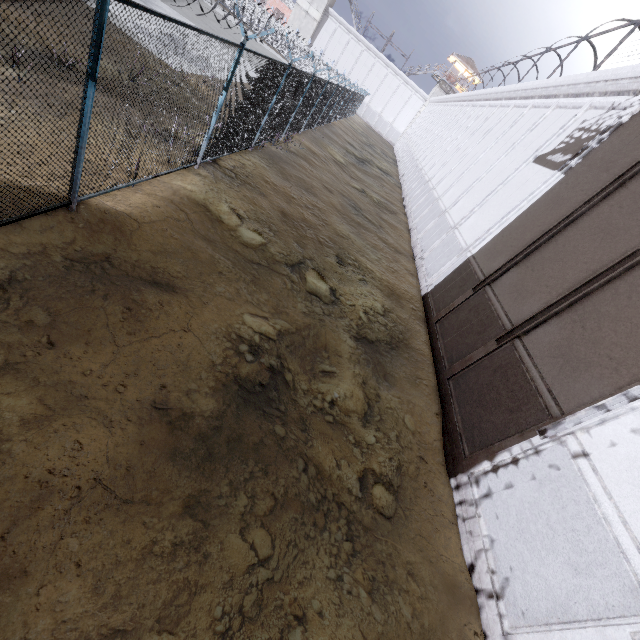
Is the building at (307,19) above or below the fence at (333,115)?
above

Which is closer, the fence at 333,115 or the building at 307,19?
the fence at 333,115

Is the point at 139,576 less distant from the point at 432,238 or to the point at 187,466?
the point at 187,466

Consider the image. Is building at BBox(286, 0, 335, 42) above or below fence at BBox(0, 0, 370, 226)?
above

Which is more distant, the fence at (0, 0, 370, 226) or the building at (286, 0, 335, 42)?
the building at (286, 0, 335, 42)
